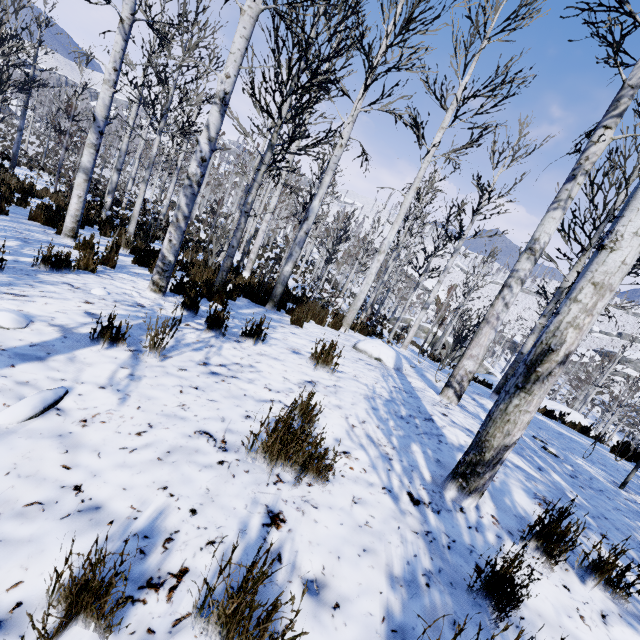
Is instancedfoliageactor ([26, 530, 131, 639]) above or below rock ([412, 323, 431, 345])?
above

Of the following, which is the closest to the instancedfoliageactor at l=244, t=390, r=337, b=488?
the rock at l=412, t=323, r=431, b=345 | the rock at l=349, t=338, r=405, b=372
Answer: the rock at l=412, t=323, r=431, b=345

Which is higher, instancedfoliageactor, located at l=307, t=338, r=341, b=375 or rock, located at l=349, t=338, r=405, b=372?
instancedfoliageactor, located at l=307, t=338, r=341, b=375

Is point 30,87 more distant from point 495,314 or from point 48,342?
point 495,314

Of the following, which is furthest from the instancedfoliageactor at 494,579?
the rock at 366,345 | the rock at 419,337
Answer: the rock at 366,345

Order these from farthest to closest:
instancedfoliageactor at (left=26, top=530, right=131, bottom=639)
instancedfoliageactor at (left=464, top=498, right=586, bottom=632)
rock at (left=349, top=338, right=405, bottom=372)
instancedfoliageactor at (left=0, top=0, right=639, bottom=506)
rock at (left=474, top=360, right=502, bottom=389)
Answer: rock at (left=474, top=360, right=502, bottom=389) → rock at (left=349, top=338, right=405, bottom=372) → instancedfoliageactor at (left=0, top=0, right=639, bottom=506) → instancedfoliageactor at (left=464, top=498, right=586, bottom=632) → instancedfoliageactor at (left=26, top=530, right=131, bottom=639)

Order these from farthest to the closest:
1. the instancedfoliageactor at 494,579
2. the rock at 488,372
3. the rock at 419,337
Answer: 1. the rock at 419,337
2. the rock at 488,372
3. the instancedfoliageactor at 494,579

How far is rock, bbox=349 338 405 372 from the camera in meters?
5.8
